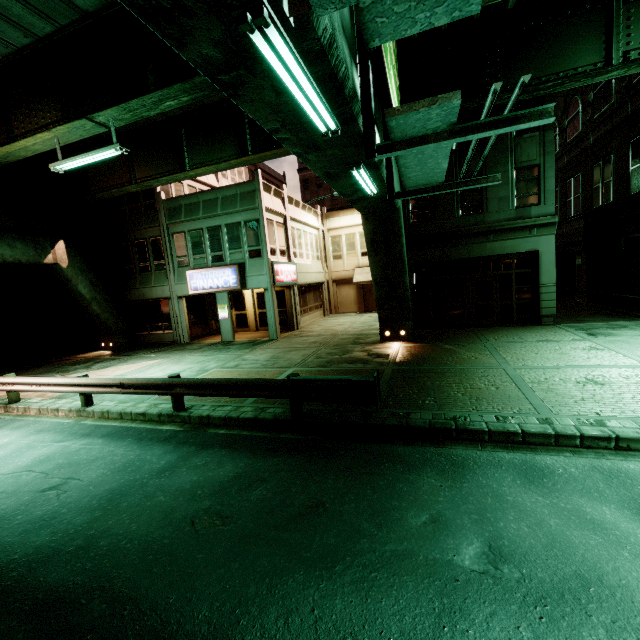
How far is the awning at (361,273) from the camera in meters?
26.5

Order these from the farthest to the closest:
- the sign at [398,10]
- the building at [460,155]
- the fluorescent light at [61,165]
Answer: the building at [460,155]
the fluorescent light at [61,165]
the sign at [398,10]

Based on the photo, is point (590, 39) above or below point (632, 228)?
above

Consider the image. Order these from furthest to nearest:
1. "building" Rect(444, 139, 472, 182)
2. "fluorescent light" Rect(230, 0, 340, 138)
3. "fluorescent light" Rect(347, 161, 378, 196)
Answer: "building" Rect(444, 139, 472, 182) → "fluorescent light" Rect(347, 161, 378, 196) → "fluorescent light" Rect(230, 0, 340, 138)

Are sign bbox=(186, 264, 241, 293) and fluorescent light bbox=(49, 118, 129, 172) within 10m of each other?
yes

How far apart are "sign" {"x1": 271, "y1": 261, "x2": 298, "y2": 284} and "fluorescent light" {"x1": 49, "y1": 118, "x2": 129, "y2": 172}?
8.6m

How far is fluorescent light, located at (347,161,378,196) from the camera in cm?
654

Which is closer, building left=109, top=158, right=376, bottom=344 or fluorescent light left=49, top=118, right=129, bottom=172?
fluorescent light left=49, top=118, right=129, bottom=172
